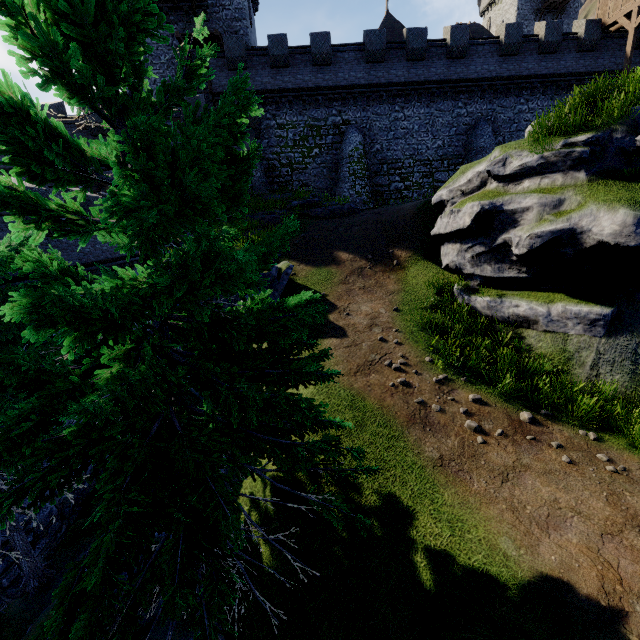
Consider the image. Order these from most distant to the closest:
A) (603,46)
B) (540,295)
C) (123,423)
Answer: (603,46)
(540,295)
(123,423)

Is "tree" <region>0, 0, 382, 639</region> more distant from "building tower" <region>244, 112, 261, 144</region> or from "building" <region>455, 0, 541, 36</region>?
"building" <region>455, 0, 541, 36</region>

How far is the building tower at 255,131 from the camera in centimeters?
2129cm

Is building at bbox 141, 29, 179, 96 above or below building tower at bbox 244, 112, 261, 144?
above

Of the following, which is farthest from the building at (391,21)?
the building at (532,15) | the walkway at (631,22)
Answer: the walkway at (631,22)

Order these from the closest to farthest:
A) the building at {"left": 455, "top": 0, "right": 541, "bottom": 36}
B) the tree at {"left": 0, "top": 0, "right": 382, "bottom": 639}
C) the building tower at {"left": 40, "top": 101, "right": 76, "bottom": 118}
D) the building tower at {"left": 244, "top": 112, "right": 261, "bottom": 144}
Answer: the tree at {"left": 0, "top": 0, "right": 382, "bottom": 639}, the building tower at {"left": 40, "top": 101, "right": 76, "bottom": 118}, the building tower at {"left": 244, "top": 112, "right": 261, "bottom": 144}, the building at {"left": 455, "top": 0, "right": 541, "bottom": 36}

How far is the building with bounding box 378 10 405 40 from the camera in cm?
3603

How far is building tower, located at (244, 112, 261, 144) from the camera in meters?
21.3
